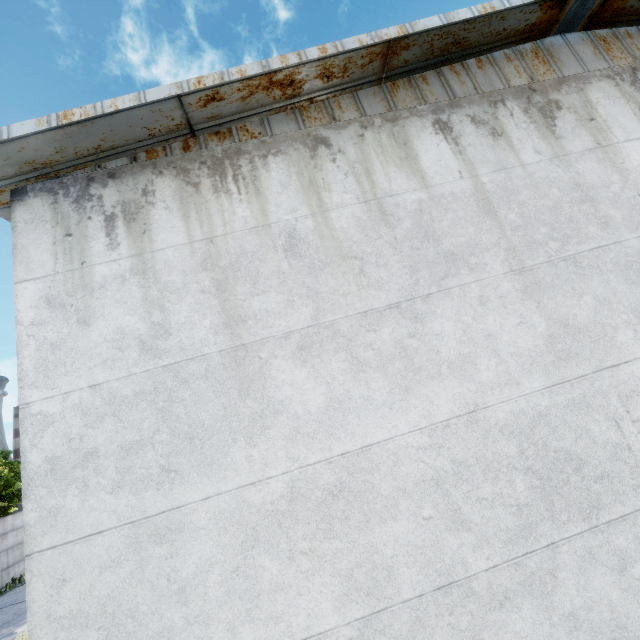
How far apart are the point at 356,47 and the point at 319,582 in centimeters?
590cm
